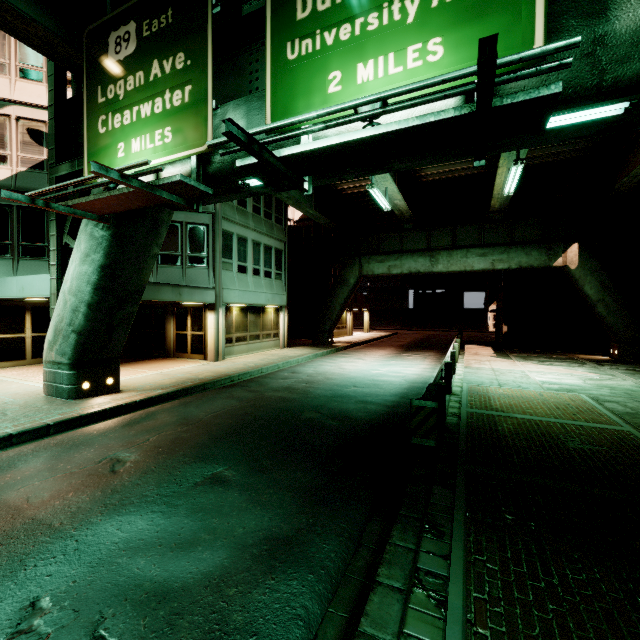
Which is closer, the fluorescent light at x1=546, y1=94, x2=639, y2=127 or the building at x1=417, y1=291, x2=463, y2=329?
the fluorescent light at x1=546, y1=94, x2=639, y2=127

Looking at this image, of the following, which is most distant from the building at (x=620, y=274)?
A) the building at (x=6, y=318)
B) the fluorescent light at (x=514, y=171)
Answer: the building at (x=6, y=318)

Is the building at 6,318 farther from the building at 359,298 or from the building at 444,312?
the building at 444,312

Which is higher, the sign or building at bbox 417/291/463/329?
the sign

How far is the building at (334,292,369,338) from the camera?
33.25m

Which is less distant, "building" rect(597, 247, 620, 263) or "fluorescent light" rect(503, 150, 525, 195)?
"fluorescent light" rect(503, 150, 525, 195)

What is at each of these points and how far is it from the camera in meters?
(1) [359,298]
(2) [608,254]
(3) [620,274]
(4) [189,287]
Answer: (1) building, 59.8 m
(2) building, 21.0 m
(3) building, 20.7 m
(4) building, 14.8 m

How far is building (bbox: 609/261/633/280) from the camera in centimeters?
2039cm
